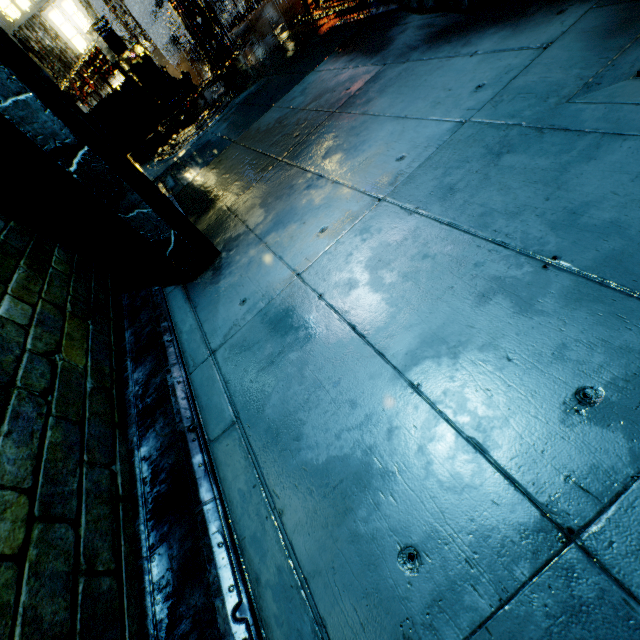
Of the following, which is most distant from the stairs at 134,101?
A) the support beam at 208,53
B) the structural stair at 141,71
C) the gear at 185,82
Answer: the support beam at 208,53

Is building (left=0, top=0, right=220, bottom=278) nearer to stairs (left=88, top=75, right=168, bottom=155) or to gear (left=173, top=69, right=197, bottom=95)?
gear (left=173, top=69, right=197, bottom=95)

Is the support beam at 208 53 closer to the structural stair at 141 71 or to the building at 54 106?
the building at 54 106

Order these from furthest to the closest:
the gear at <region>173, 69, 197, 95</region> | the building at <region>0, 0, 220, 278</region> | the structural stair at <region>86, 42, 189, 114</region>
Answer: the gear at <region>173, 69, 197, 95</region> < the structural stair at <region>86, 42, 189, 114</region> < the building at <region>0, 0, 220, 278</region>

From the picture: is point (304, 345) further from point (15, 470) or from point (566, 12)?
point (566, 12)

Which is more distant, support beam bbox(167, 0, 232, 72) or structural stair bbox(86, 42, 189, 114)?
support beam bbox(167, 0, 232, 72)

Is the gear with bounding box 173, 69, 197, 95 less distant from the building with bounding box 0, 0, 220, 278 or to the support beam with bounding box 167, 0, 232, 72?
the building with bounding box 0, 0, 220, 278

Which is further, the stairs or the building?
the stairs
